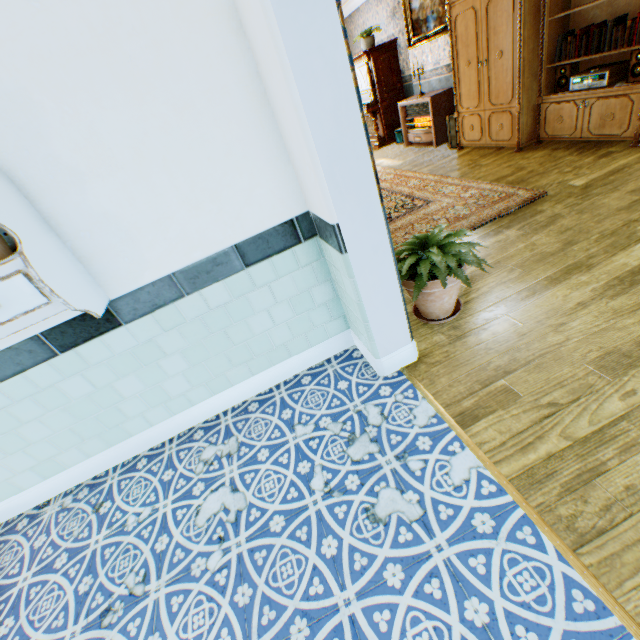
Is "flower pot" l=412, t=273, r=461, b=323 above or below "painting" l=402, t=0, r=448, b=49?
below

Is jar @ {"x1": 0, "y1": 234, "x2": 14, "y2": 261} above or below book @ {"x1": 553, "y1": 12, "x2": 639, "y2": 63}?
above

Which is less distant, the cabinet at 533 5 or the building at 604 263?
the building at 604 263

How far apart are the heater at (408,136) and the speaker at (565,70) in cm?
232

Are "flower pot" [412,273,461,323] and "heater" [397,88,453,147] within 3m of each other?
no

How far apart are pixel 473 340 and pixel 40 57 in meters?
2.7

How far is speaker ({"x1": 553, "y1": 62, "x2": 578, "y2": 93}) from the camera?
4.1m

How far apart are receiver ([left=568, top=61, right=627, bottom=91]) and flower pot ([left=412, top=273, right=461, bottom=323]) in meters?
3.4 m
